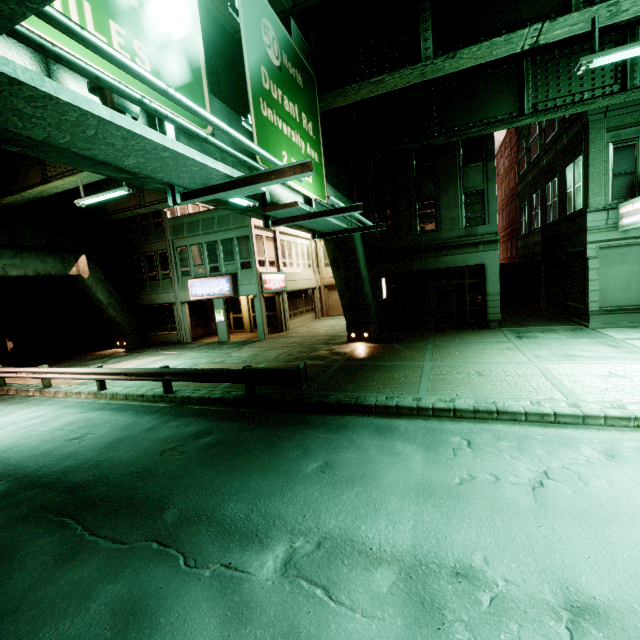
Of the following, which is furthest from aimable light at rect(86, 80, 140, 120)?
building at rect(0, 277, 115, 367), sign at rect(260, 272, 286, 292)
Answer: building at rect(0, 277, 115, 367)

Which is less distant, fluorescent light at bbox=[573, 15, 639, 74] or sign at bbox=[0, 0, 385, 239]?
sign at bbox=[0, 0, 385, 239]

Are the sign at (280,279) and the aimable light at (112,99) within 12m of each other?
no

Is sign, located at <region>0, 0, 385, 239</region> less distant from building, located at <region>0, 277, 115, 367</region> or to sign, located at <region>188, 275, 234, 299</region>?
sign, located at <region>188, 275, 234, 299</region>

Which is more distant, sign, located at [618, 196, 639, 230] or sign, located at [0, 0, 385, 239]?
sign, located at [618, 196, 639, 230]

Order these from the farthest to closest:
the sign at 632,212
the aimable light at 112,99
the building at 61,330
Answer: the building at 61,330, the sign at 632,212, the aimable light at 112,99

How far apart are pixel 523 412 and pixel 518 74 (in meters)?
13.65

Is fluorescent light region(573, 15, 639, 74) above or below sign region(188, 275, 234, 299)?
above
